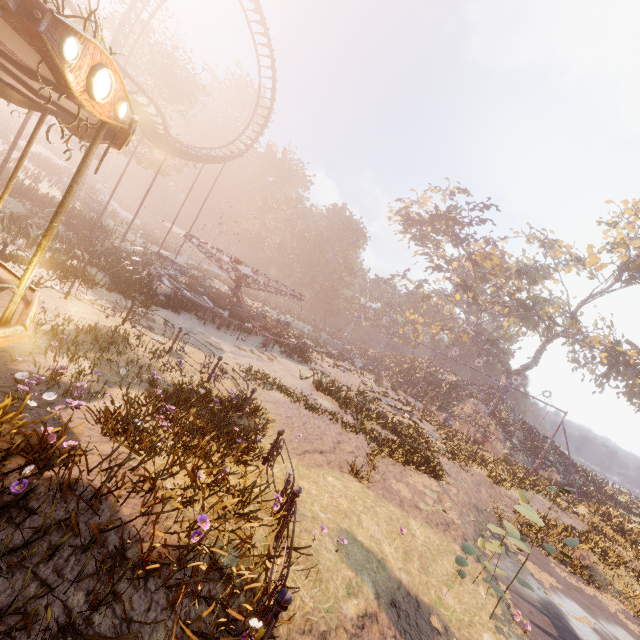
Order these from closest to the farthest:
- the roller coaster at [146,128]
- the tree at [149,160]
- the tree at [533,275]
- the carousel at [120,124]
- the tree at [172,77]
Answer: the carousel at [120,124], the roller coaster at [146,128], the tree at [172,77], the tree at [149,160], the tree at [533,275]

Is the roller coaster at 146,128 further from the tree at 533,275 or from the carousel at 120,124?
the tree at 533,275

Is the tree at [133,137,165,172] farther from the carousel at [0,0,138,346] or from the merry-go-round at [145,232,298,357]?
Result: the carousel at [0,0,138,346]

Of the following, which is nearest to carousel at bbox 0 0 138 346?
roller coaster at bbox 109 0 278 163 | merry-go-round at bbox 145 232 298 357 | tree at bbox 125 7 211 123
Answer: roller coaster at bbox 109 0 278 163

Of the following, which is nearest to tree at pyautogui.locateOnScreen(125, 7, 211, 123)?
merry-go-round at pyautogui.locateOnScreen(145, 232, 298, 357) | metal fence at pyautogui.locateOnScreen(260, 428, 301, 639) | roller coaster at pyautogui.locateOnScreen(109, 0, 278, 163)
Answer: roller coaster at pyautogui.locateOnScreen(109, 0, 278, 163)

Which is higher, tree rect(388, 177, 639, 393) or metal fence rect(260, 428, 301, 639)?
tree rect(388, 177, 639, 393)

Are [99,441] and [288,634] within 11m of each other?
yes
